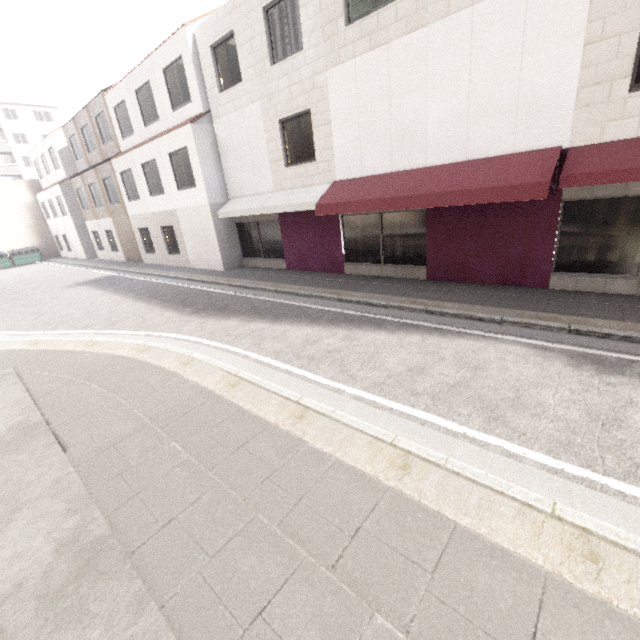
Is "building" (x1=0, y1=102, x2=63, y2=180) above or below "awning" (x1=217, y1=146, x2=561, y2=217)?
above

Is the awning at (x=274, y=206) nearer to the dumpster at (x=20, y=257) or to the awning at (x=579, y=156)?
the awning at (x=579, y=156)

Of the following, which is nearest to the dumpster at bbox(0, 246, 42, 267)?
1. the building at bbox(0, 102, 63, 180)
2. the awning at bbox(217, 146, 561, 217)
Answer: the building at bbox(0, 102, 63, 180)

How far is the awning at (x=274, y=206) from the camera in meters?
6.5

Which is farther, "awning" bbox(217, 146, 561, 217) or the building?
the building

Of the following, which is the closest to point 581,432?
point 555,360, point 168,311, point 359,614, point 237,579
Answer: point 555,360

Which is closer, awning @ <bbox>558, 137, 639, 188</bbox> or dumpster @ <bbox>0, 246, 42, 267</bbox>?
awning @ <bbox>558, 137, 639, 188</bbox>

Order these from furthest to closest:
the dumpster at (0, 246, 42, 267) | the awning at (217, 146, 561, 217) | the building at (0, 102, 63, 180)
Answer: the building at (0, 102, 63, 180) → the dumpster at (0, 246, 42, 267) → the awning at (217, 146, 561, 217)
